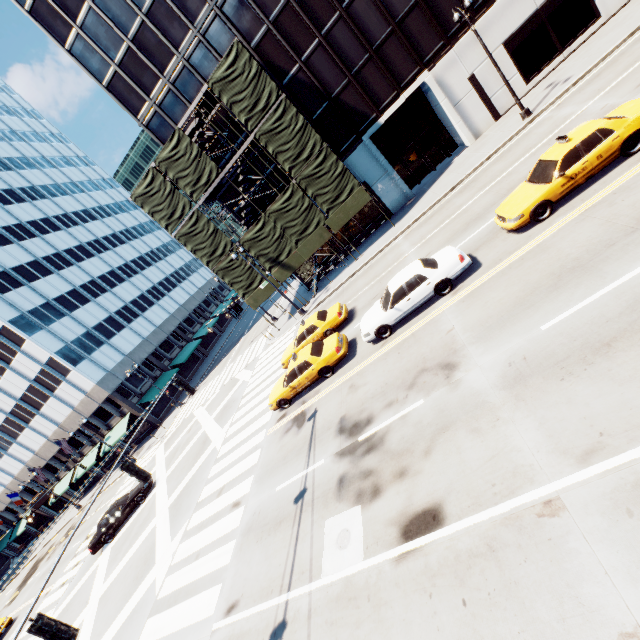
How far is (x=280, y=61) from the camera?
23.2 meters

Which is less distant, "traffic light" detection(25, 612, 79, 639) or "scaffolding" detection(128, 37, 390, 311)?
"traffic light" detection(25, 612, 79, 639)

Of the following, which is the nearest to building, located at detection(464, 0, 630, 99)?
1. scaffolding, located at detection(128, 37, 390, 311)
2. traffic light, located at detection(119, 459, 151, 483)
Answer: scaffolding, located at detection(128, 37, 390, 311)

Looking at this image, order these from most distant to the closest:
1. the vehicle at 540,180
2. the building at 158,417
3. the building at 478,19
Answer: the building at 158,417
the building at 478,19
the vehicle at 540,180

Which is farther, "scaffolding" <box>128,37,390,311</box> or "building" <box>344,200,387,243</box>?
"building" <box>344,200,387,243</box>

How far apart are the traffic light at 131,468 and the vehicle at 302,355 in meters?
7.0

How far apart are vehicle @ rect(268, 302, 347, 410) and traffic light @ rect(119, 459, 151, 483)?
6.97m

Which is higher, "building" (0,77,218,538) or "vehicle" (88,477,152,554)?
"building" (0,77,218,538)
